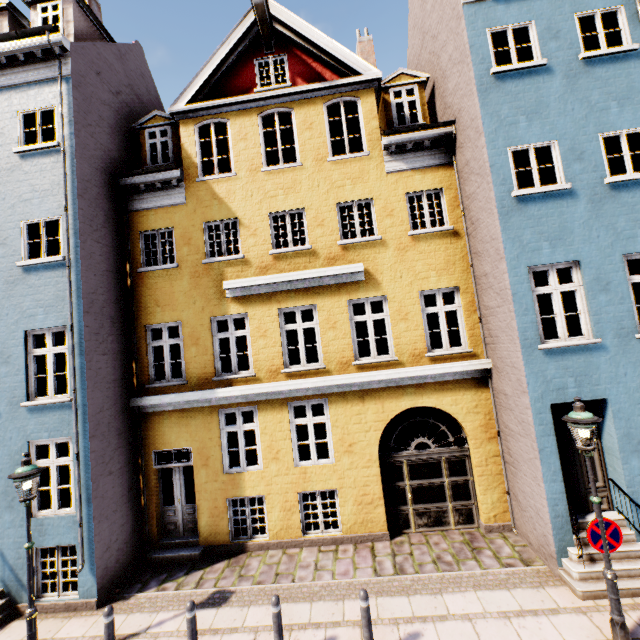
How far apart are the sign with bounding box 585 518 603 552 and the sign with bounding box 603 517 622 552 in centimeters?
13cm

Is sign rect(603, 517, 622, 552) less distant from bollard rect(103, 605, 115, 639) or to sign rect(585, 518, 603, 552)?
sign rect(585, 518, 603, 552)

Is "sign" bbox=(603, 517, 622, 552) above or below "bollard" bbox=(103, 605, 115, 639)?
above

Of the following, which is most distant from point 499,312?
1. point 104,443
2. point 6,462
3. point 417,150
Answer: point 6,462

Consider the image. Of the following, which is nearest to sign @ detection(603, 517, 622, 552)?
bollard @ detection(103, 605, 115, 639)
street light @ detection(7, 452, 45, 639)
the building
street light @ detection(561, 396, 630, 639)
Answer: street light @ detection(561, 396, 630, 639)

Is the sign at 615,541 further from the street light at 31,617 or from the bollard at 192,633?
the street light at 31,617

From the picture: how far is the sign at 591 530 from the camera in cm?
519

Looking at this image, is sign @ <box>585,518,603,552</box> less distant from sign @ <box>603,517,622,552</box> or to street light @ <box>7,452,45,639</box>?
sign @ <box>603,517,622,552</box>
